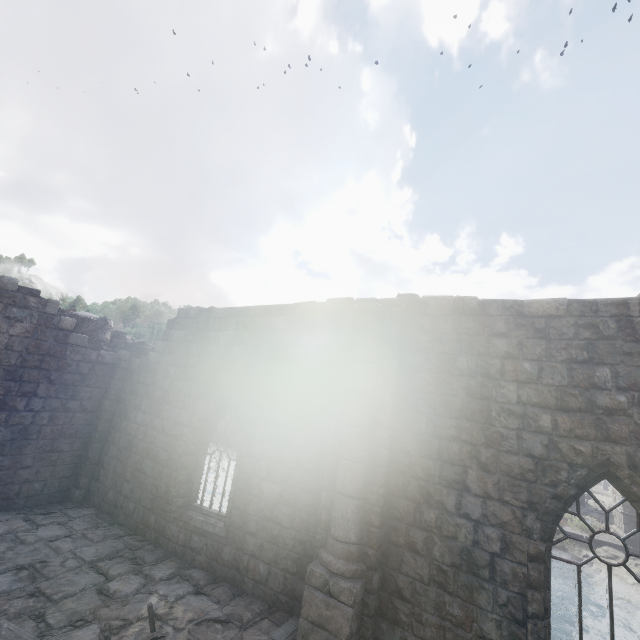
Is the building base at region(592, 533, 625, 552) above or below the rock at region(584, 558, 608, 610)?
above

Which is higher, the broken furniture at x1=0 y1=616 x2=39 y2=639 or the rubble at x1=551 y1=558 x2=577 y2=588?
the broken furniture at x1=0 y1=616 x2=39 y2=639

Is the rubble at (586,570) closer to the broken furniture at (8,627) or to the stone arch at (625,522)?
the stone arch at (625,522)

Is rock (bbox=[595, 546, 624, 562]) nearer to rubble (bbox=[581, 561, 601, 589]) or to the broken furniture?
rubble (bbox=[581, 561, 601, 589])

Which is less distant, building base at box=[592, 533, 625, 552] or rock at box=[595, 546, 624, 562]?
rock at box=[595, 546, 624, 562]

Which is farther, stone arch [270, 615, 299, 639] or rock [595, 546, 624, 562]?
rock [595, 546, 624, 562]

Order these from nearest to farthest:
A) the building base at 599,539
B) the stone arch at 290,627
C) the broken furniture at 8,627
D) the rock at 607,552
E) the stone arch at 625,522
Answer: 1. the broken furniture at 8,627
2. the stone arch at 290,627
3. the rock at 607,552
4. the building base at 599,539
5. the stone arch at 625,522

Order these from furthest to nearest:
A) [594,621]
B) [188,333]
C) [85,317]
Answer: [594,621]
[85,317]
[188,333]
